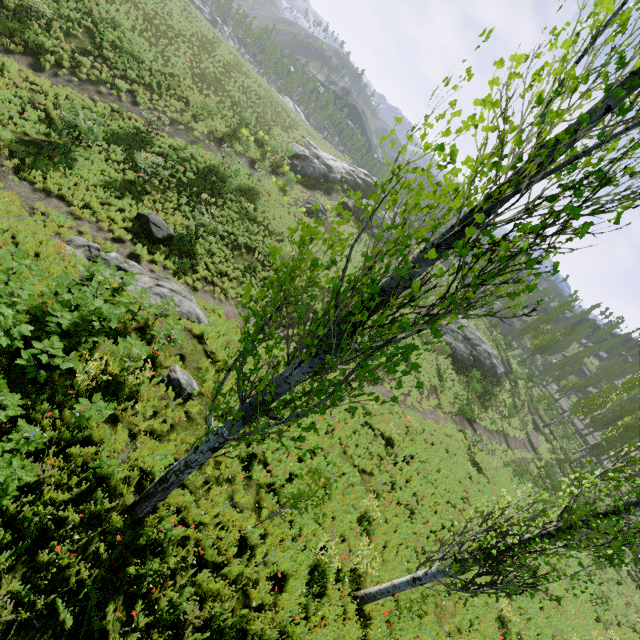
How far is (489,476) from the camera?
22.2m

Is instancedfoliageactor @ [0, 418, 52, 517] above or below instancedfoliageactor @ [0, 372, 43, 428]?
below

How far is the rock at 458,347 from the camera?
33.7 meters

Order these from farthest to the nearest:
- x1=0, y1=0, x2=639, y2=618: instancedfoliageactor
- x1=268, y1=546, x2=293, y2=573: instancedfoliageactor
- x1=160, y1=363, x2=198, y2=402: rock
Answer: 1. x1=160, y1=363, x2=198, y2=402: rock
2. x1=268, y1=546, x2=293, y2=573: instancedfoliageactor
3. x1=0, y1=0, x2=639, y2=618: instancedfoliageactor

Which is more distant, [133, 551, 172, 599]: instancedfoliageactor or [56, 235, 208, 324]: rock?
[56, 235, 208, 324]: rock

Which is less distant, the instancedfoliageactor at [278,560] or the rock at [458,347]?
the instancedfoliageactor at [278,560]

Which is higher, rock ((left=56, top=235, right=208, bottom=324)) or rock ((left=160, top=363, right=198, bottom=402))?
rock ((left=160, top=363, right=198, bottom=402))

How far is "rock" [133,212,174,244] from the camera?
14.6 meters
